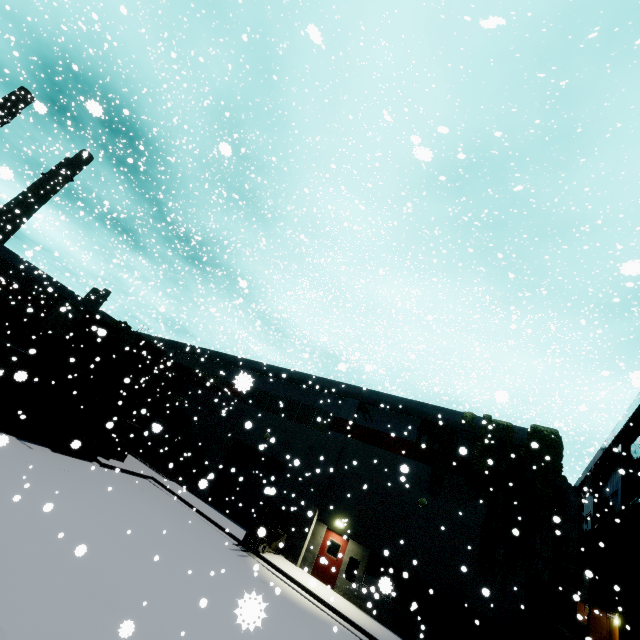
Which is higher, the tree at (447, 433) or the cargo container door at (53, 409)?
the tree at (447, 433)

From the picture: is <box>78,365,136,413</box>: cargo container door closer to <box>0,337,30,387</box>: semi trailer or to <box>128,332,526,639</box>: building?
<box>0,337,30,387</box>: semi trailer

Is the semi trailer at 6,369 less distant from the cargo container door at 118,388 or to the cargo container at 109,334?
the cargo container at 109,334

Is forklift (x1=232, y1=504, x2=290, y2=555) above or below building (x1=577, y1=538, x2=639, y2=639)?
below

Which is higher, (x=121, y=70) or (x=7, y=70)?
(x=121, y=70)

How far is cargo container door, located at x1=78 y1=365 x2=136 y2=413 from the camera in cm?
1984

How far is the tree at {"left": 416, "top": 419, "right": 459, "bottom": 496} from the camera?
17.17m

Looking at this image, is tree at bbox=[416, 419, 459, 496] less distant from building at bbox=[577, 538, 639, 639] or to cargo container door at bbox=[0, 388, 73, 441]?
building at bbox=[577, 538, 639, 639]
